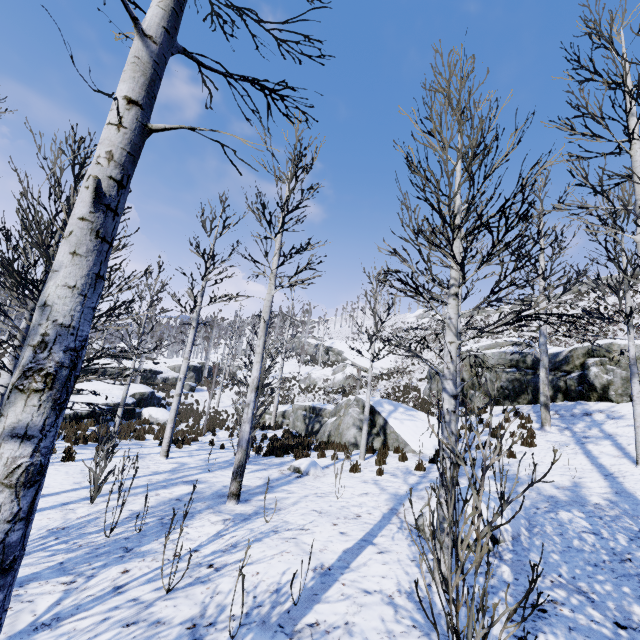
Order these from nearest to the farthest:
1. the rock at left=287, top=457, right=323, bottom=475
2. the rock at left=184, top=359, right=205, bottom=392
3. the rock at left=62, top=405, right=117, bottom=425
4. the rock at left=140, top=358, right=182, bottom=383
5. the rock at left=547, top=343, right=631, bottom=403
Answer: the rock at left=287, top=457, right=323, bottom=475 < the rock at left=547, top=343, right=631, bottom=403 < the rock at left=62, top=405, right=117, bottom=425 < the rock at left=140, top=358, right=182, bottom=383 < the rock at left=184, top=359, right=205, bottom=392

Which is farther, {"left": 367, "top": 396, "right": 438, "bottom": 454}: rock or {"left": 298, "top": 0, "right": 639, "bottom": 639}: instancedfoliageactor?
{"left": 367, "top": 396, "right": 438, "bottom": 454}: rock

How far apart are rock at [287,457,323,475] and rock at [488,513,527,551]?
3.49m

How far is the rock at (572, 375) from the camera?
12.32m

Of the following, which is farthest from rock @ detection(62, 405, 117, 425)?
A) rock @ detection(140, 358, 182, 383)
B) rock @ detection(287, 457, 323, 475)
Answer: rock @ detection(287, 457, 323, 475)

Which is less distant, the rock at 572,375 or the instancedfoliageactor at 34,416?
the instancedfoliageactor at 34,416

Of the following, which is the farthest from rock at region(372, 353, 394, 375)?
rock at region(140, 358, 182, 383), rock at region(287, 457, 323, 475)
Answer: rock at region(287, 457, 323, 475)

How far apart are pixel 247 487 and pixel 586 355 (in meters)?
14.88
